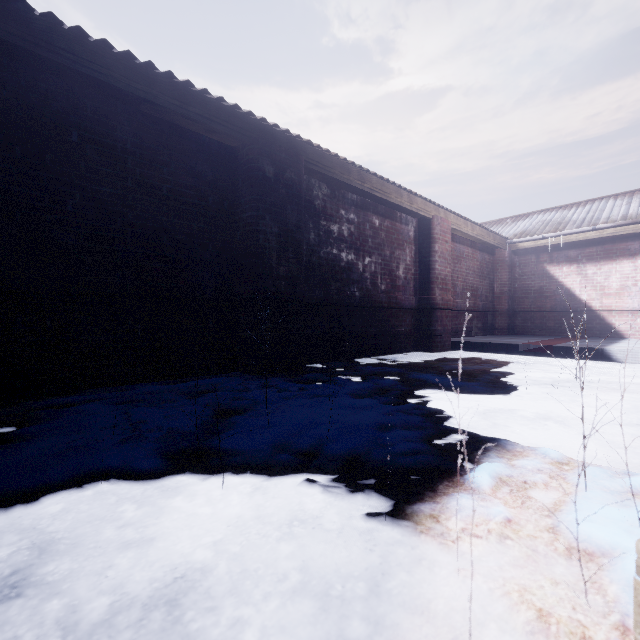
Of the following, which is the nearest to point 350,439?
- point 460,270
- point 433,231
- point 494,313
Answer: point 433,231
